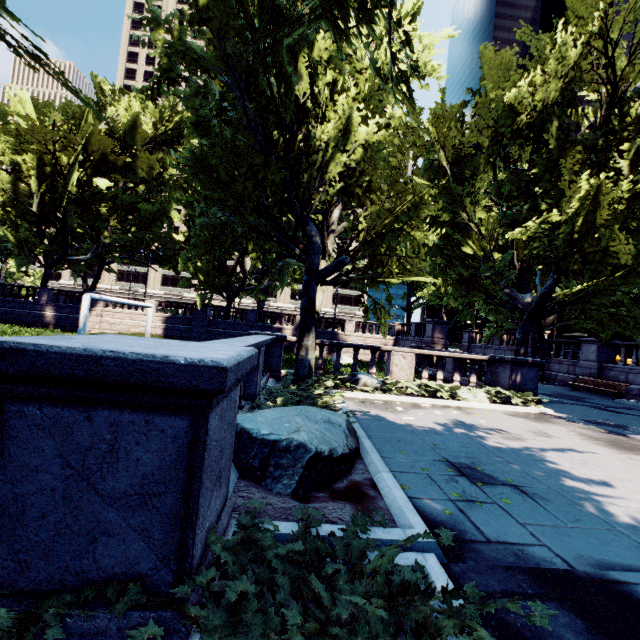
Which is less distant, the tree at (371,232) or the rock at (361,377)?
the tree at (371,232)

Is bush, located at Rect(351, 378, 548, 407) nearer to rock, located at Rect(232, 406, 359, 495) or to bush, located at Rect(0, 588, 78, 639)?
rock, located at Rect(232, 406, 359, 495)

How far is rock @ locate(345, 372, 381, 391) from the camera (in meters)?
11.37

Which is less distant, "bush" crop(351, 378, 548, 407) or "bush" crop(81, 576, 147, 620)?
"bush" crop(81, 576, 147, 620)

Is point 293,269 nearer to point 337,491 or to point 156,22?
point 156,22

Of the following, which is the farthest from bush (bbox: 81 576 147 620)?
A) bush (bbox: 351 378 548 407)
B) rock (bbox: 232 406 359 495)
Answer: bush (bbox: 351 378 548 407)

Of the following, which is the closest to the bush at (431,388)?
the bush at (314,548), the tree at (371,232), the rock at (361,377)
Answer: the rock at (361,377)

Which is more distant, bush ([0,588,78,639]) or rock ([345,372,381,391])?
rock ([345,372,381,391])
